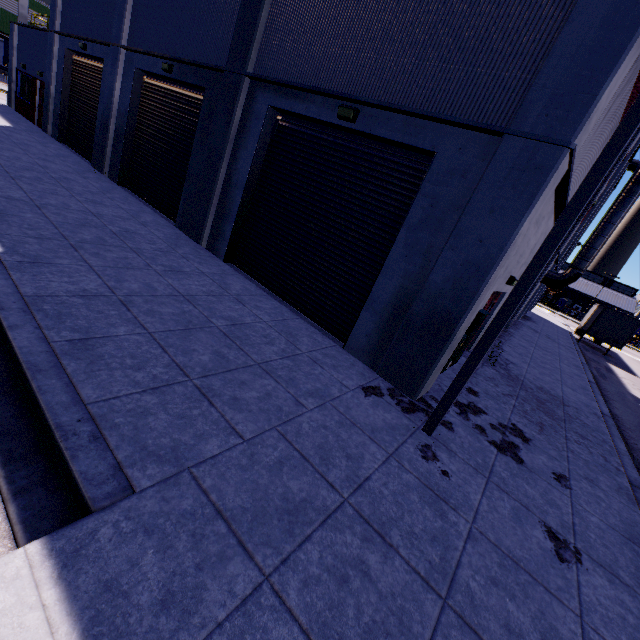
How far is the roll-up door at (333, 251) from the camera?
7.04m

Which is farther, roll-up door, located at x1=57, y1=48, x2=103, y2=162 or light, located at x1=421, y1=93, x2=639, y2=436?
roll-up door, located at x1=57, y1=48, x2=103, y2=162

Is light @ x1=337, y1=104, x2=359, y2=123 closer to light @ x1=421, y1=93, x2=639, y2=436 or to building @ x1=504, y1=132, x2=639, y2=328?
building @ x1=504, y1=132, x2=639, y2=328

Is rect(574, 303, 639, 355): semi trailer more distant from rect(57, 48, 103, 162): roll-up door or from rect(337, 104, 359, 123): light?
rect(337, 104, 359, 123): light

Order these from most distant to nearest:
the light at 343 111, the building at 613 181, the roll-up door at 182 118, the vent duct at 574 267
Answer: the vent duct at 574 267, the building at 613 181, the roll-up door at 182 118, the light at 343 111

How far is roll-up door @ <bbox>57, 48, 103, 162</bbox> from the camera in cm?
1523

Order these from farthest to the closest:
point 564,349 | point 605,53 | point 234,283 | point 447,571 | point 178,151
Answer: point 564,349
point 178,151
point 234,283
point 605,53
point 447,571

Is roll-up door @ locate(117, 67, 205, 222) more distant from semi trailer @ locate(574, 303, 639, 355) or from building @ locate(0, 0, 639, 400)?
semi trailer @ locate(574, 303, 639, 355)
